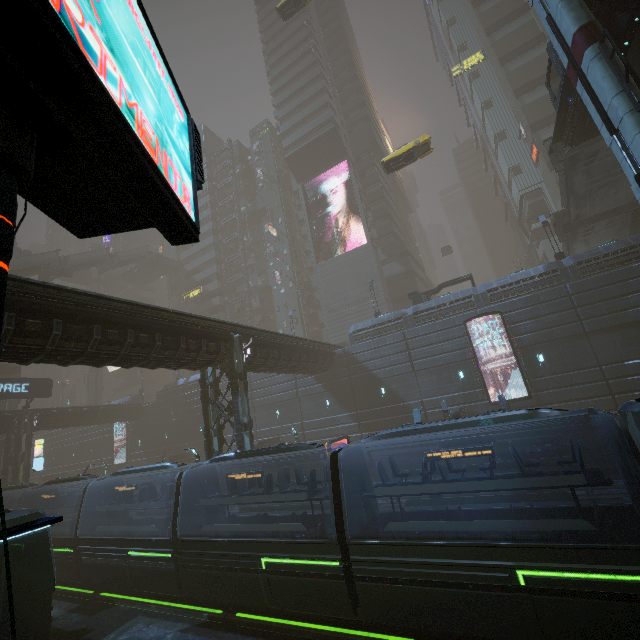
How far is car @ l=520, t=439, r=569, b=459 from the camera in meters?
19.6 m

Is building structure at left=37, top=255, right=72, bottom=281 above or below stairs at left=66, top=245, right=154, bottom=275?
below

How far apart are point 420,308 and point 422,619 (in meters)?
22.37

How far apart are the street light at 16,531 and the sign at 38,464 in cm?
4204

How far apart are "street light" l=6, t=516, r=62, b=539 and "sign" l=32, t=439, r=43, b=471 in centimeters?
4204cm

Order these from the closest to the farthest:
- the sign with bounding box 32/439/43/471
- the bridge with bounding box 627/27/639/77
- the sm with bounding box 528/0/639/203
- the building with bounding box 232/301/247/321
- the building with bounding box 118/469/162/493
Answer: the sm with bounding box 528/0/639/203 → the bridge with bounding box 627/27/639/77 → the sign with bounding box 32/439/43/471 → the building with bounding box 118/469/162/493 → the building with bounding box 232/301/247/321

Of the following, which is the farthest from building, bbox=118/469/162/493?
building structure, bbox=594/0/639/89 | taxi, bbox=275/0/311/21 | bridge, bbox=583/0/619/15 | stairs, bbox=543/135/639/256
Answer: building structure, bbox=594/0/639/89

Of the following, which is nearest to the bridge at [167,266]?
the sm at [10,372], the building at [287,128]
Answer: the building at [287,128]
